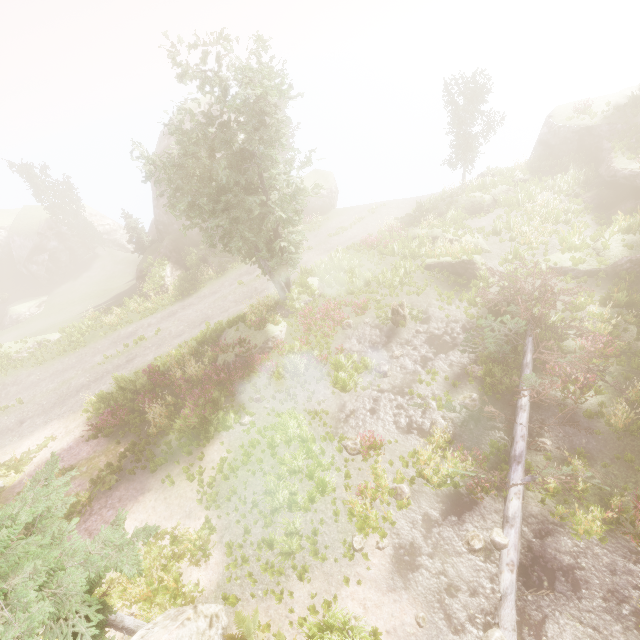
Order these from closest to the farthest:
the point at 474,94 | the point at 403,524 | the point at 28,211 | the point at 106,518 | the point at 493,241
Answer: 1. the point at 403,524
2. the point at 106,518
3. the point at 493,241
4. the point at 474,94
5. the point at 28,211

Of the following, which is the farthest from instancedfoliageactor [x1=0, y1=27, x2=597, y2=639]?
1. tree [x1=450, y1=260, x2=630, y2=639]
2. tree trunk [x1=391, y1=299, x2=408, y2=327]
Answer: tree trunk [x1=391, y1=299, x2=408, y2=327]

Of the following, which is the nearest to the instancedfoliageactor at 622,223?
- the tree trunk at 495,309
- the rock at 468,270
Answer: the rock at 468,270

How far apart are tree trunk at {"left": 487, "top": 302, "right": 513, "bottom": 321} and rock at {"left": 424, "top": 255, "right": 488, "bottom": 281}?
1.94m

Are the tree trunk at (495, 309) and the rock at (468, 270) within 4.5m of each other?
yes

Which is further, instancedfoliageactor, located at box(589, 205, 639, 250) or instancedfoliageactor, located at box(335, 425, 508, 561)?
instancedfoliageactor, located at box(589, 205, 639, 250)

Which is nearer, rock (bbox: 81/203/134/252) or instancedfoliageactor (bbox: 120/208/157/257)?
instancedfoliageactor (bbox: 120/208/157/257)

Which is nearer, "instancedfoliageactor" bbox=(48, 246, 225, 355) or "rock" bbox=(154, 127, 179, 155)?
"instancedfoliageactor" bbox=(48, 246, 225, 355)
